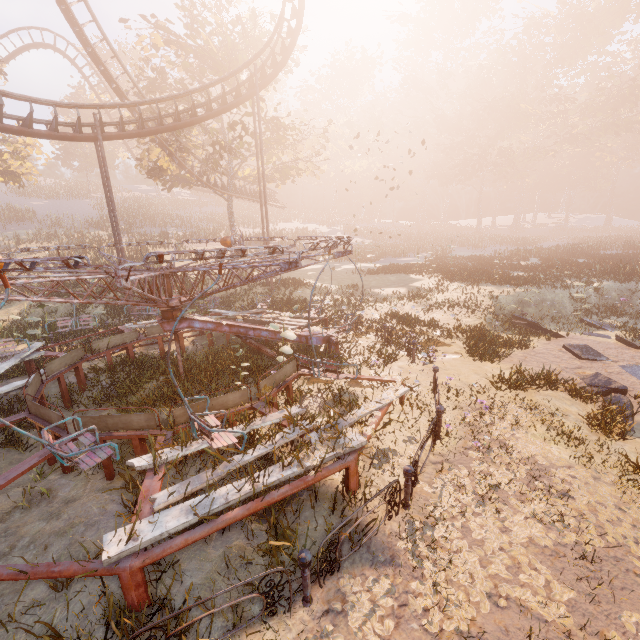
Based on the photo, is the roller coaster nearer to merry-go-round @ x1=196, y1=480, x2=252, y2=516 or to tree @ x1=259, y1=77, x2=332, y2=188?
tree @ x1=259, y1=77, x2=332, y2=188

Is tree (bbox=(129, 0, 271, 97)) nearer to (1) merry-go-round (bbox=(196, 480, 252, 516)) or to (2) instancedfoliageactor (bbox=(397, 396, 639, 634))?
(1) merry-go-round (bbox=(196, 480, 252, 516))

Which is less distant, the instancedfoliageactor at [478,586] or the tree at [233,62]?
the instancedfoliageactor at [478,586]

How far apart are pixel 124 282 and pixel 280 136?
24.8 meters

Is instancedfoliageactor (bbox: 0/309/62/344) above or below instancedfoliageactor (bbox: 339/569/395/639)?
above

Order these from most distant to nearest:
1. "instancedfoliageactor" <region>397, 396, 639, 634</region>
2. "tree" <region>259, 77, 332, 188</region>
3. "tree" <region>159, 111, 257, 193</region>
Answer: "tree" <region>259, 77, 332, 188</region>, "tree" <region>159, 111, 257, 193</region>, "instancedfoliageactor" <region>397, 396, 639, 634</region>

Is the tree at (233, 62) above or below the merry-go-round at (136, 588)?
above

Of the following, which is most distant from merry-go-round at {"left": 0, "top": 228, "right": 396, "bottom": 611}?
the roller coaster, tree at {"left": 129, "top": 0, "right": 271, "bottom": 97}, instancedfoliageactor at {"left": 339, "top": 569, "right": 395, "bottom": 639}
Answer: tree at {"left": 129, "top": 0, "right": 271, "bottom": 97}
